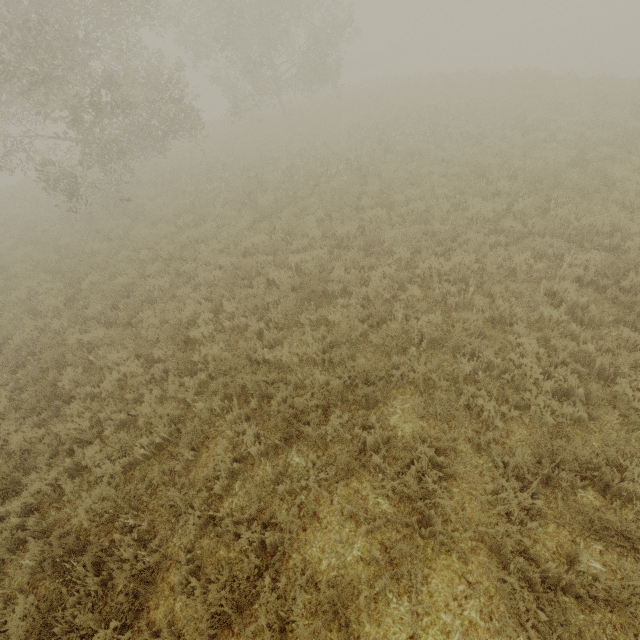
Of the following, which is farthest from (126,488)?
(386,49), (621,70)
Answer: (386,49)
